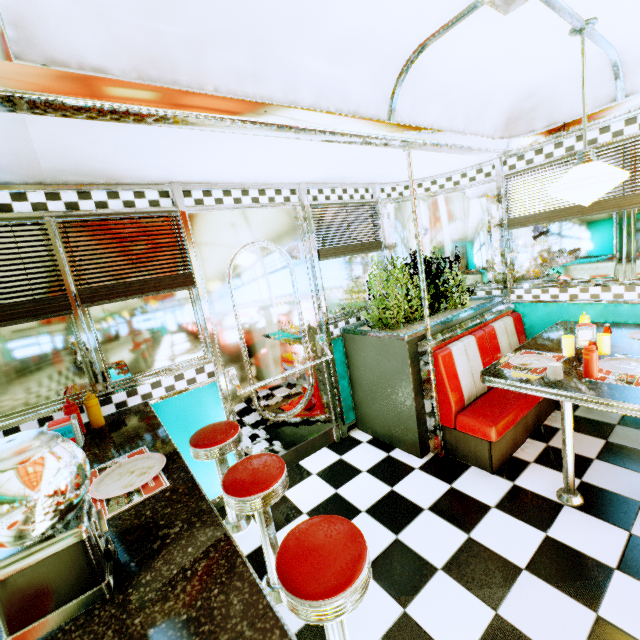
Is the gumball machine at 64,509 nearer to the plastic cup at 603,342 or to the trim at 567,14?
the trim at 567,14

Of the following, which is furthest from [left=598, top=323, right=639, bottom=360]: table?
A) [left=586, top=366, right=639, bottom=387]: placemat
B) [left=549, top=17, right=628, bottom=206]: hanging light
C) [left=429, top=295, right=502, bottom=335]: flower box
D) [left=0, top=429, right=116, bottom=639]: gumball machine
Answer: [left=0, top=429, right=116, bottom=639]: gumball machine

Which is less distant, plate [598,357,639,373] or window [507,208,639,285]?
plate [598,357,639,373]

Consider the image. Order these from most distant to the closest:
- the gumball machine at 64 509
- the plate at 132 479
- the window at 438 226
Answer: the window at 438 226
the plate at 132 479
the gumball machine at 64 509

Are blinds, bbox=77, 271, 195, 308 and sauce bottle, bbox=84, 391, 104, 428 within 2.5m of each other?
yes

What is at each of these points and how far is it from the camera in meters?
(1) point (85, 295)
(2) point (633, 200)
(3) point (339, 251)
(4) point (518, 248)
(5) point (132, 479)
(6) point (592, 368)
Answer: (1) blinds, 2.1
(2) blinds, 2.7
(3) blinds, 3.4
(4) window, 3.6
(5) plate, 1.4
(6) sauce bottle, 2.1

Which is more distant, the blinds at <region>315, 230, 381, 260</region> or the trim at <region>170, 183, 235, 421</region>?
the blinds at <region>315, 230, 381, 260</region>

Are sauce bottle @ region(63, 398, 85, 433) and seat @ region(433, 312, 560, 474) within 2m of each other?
no
